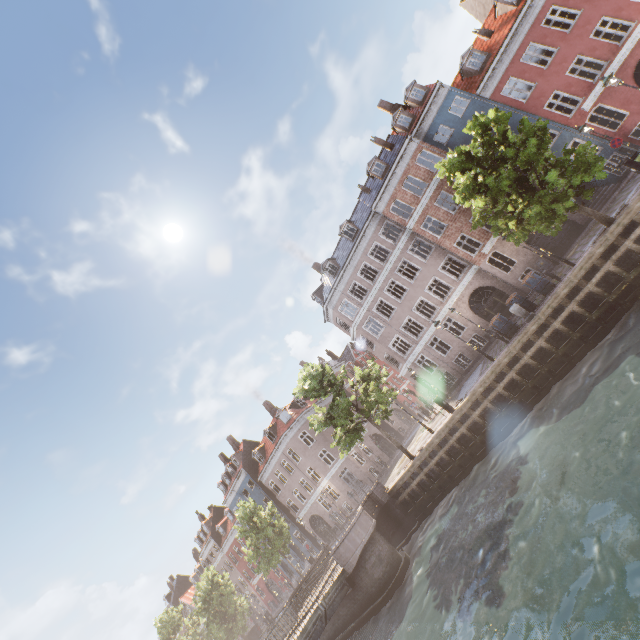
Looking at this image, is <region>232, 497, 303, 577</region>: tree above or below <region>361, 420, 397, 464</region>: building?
above

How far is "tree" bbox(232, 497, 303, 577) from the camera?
Result: 27.0m

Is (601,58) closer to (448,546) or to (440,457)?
(440,457)

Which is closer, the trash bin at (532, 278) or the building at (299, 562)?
the trash bin at (532, 278)

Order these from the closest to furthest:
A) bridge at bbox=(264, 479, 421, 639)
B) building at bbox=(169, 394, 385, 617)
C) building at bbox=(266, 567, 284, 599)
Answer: bridge at bbox=(264, 479, 421, 639) → building at bbox=(169, 394, 385, 617) → building at bbox=(266, 567, 284, 599)

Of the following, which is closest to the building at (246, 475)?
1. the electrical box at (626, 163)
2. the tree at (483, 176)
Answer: the tree at (483, 176)

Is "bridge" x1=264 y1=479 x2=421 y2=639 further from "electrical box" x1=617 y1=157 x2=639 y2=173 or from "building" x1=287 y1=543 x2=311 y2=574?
"electrical box" x1=617 y1=157 x2=639 y2=173
